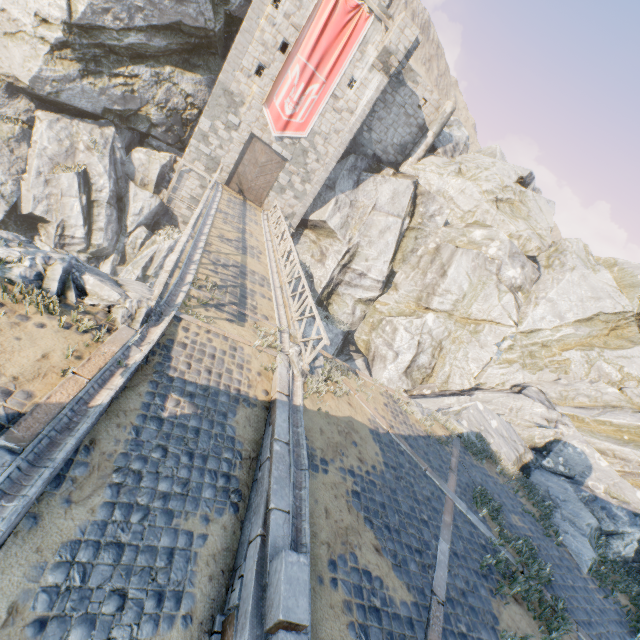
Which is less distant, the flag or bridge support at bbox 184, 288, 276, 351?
bridge support at bbox 184, 288, 276, 351

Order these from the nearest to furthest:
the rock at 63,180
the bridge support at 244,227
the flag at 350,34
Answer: the rock at 63,180, the bridge support at 244,227, the flag at 350,34

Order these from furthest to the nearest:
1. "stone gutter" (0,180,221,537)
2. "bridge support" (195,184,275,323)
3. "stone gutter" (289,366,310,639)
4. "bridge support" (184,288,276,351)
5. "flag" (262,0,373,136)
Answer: "flag" (262,0,373,136) < "bridge support" (195,184,275,323) < "bridge support" (184,288,276,351) < "stone gutter" (289,366,310,639) < "stone gutter" (0,180,221,537)

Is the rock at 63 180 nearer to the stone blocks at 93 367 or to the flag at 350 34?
the stone blocks at 93 367

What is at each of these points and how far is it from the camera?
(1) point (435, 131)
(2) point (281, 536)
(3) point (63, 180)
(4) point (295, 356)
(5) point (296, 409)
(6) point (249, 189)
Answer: (1) chimney, 26.03m
(2) stone blocks, 4.95m
(3) rock, 18.91m
(4) rock, 9.32m
(5) stone gutter, 7.81m
(6) castle gate, 23.59m

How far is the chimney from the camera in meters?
25.6

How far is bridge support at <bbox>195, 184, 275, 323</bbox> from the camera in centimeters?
1047cm

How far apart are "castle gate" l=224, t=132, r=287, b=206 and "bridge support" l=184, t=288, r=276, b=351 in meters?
16.8
